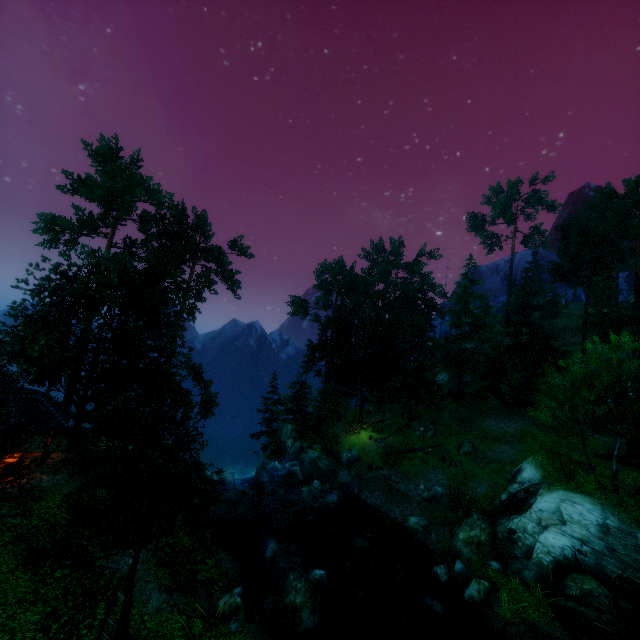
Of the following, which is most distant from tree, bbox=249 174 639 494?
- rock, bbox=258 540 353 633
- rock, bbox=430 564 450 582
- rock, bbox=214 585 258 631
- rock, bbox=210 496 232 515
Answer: rock, bbox=430 564 450 582

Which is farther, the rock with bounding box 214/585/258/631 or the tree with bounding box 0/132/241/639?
the rock with bounding box 214/585/258/631

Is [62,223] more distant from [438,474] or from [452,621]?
[438,474]

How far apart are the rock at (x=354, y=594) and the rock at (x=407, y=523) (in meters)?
5.08

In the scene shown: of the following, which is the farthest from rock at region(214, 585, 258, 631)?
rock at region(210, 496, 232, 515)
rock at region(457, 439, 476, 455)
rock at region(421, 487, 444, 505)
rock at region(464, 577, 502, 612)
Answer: rock at region(457, 439, 476, 455)

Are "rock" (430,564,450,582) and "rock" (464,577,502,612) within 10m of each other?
yes

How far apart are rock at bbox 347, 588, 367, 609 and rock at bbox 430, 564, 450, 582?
4.0 meters

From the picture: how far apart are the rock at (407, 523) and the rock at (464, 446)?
11.6 meters
